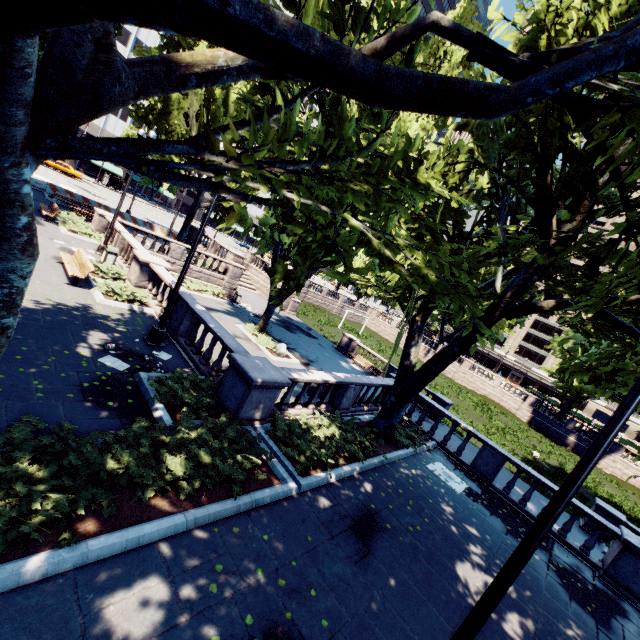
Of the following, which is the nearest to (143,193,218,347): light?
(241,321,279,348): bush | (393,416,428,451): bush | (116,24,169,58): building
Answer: (241,321,279,348): bush

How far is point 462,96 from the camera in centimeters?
231cm

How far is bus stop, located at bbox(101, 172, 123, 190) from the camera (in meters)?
56.19

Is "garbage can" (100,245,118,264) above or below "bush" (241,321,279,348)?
above

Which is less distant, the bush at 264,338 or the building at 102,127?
the bush at 264,338

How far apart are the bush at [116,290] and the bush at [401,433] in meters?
10.9

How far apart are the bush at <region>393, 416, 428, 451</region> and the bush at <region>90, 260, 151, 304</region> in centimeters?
1094cm

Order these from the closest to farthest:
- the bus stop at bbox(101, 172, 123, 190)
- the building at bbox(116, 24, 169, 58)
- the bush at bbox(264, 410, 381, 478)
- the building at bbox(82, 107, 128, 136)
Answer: the bush at bbox(264, 410, 381, 478), the building at bbox(116, 24, 169, 58), the bus stop at bbox(101, 172, 123, 190), the building at bbox(82, 107, 128, 136)
